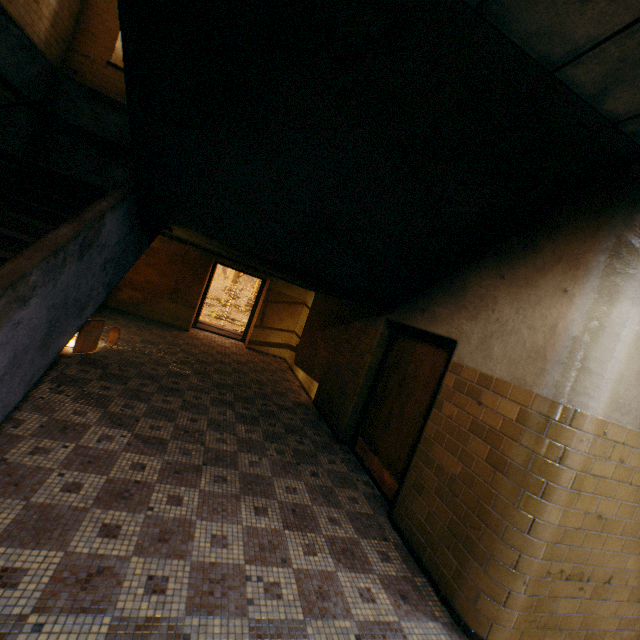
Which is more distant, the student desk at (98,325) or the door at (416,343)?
the student desk at (98,325)

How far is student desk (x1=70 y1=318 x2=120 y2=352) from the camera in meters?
5.1 m

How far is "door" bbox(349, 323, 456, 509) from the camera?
4.0m

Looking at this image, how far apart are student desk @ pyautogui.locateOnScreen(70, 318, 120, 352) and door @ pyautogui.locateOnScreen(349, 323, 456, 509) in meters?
4.5 m

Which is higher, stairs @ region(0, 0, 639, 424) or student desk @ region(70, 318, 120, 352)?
stairs @ region(0, 0, 639, 424)

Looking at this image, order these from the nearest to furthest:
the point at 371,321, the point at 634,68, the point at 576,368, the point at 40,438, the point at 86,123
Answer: the point at 634,68
the point at 576,368
the point at 40,438
the point at 371,321
the point at 86,123

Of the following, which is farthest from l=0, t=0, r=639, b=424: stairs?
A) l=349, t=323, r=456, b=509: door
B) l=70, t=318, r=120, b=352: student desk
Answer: l=70, t=318, r=120, b=352: student desk

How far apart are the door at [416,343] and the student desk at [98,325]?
4.5m
